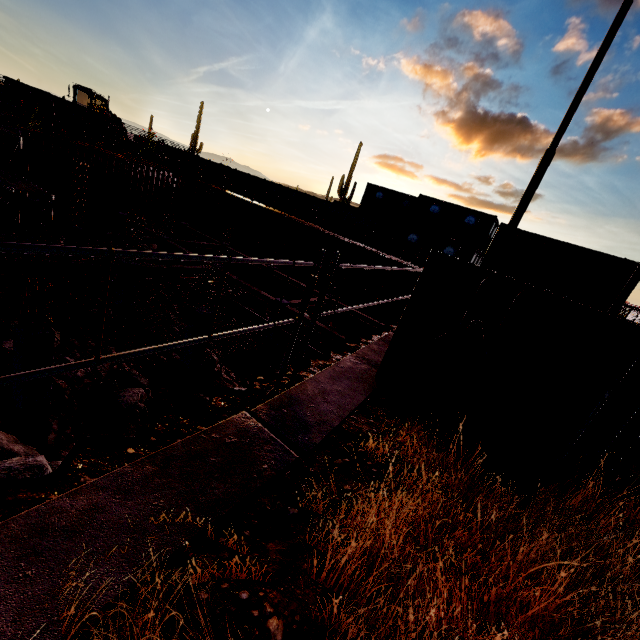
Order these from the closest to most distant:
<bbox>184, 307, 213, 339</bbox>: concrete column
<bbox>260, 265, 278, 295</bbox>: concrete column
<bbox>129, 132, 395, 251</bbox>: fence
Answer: <bbox>184, 307, 213, 339</bbox>: concrete column → <bbox>260, 265, 278, 295</bbox>: concrete column → <bbox>129, 132, 395, 251</bbox>: fence

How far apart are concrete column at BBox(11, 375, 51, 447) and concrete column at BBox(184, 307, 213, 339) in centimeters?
435cm

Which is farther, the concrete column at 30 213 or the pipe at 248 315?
the pipe at 248 315

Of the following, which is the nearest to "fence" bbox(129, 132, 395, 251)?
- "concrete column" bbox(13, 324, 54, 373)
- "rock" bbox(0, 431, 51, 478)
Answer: "concrete column" bbox(13, 324, 54, 373)

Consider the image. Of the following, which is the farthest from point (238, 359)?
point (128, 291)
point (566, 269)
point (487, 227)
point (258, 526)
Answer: point (487, 227)

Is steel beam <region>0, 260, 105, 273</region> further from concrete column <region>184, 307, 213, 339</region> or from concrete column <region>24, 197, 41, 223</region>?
concrete column <region>24, 197, 41, 223</region>

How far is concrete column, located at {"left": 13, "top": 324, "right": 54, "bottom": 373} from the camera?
7.62m

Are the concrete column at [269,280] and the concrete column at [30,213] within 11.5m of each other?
no
